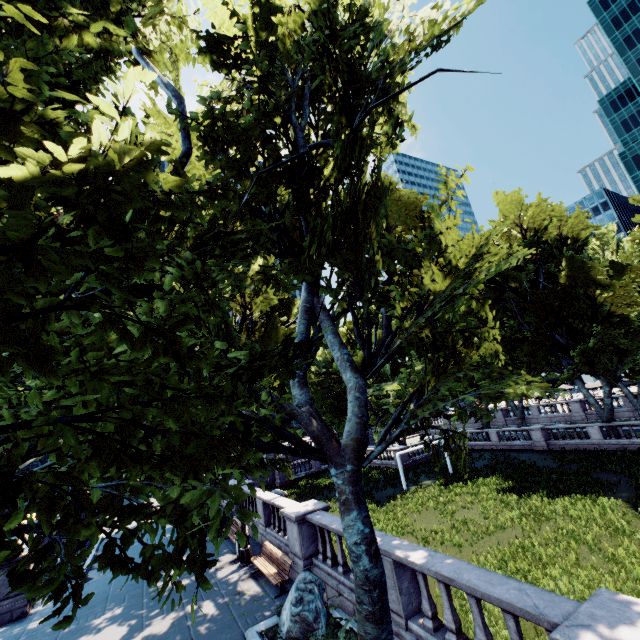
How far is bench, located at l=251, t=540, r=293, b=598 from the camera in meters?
10.7

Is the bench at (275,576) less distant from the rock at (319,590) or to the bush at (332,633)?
the rock at (319,590)

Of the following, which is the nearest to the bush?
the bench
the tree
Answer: the tree

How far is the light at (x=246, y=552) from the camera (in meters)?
13.55

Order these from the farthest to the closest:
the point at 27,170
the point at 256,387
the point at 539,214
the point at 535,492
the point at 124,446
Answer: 1. the point at 539,214
2. the point at 535,492
3. the point at 256,387
4. the point at 124,446
5. the point at 27,170

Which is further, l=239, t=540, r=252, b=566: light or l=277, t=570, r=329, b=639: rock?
l=239, t=540, r=252, b=566: light

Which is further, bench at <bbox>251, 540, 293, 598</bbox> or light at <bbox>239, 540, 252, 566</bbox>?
light at <bbox>239, 540, 252, 566</bbox>

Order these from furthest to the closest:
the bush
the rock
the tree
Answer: the rock
the bush
the tree
